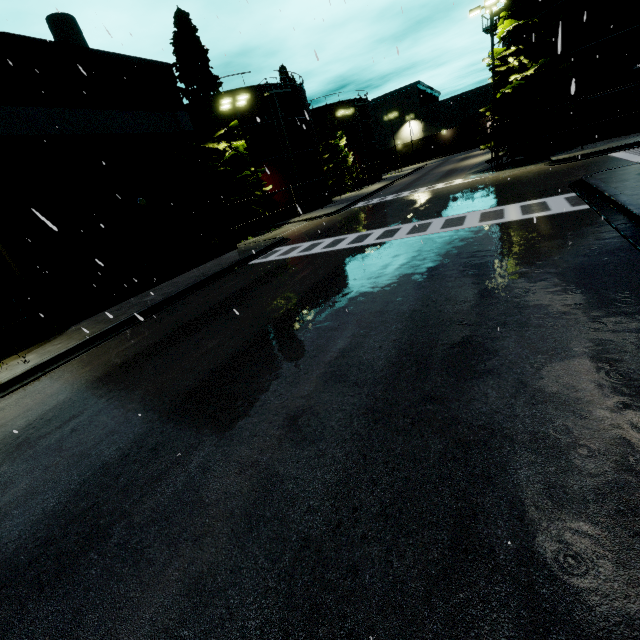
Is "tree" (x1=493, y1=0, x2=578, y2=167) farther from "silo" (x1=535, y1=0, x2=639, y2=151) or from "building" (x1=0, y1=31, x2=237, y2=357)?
"building" (x1=0, y1=31, x2=237, y2=357)

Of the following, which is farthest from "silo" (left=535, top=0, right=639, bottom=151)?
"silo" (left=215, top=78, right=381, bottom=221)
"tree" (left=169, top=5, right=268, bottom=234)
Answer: "tree" (left=169, top=5, right=268, bottom=234)

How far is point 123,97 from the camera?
16.3 meters

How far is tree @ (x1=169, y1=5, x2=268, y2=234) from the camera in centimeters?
2428cm

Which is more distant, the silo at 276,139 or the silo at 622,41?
the silo at 276,139

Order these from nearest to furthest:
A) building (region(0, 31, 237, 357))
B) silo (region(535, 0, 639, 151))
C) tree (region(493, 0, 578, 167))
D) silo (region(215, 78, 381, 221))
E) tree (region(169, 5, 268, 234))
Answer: building (region(0, 31, 237, 357)) < silo (region(535, 0, 639, 151)) < tree (region(493, 0, 578, 167)) < tree (region(169, 5, 268, 234)) < silo (region(215, 78, 381, 221))

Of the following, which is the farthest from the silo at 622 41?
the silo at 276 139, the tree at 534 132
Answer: the silo at 276 139

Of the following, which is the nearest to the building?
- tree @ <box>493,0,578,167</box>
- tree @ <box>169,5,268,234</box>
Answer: tree @ <box>169,5,268,234</box>
